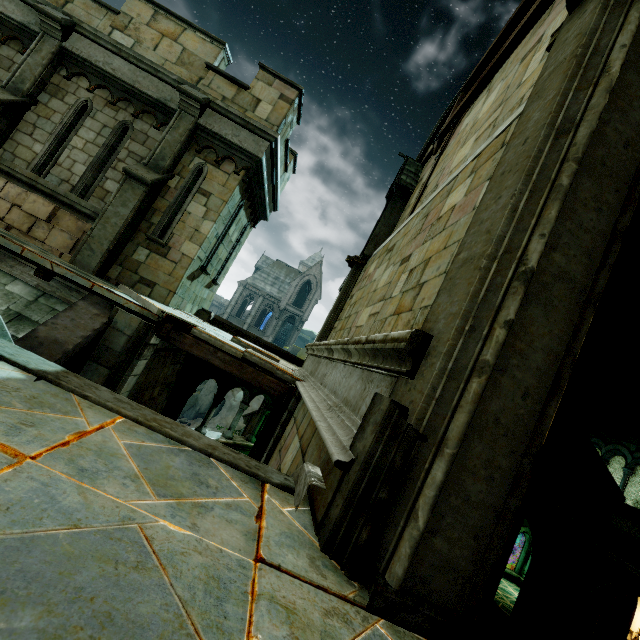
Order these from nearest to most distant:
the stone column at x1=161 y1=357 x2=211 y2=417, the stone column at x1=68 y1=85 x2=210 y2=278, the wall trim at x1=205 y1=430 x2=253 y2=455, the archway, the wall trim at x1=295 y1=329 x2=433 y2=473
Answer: the wall trim at x1=295 y1=329 x2=433 y2=473
the stone column at x1=68 y1=85 x2=210 y2=278
the archway
the stone column at x1=161 y1=357 x2=211 y2=417
the wall trim at x1=205 y1=430 x2=253 y2=455

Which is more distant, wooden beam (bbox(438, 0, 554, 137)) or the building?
the building

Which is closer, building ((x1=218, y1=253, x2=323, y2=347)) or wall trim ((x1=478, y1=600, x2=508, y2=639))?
wall trim ((x1=478, y1=600, x2=508, y2=639))

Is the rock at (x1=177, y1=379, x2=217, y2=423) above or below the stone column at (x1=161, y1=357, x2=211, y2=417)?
below

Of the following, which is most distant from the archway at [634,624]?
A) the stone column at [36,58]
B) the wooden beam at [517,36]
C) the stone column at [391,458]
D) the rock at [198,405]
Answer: the rock at [198,405]

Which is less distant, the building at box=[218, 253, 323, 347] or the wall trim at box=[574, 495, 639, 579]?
the wall trim at box=[574, 495, 639, 579]

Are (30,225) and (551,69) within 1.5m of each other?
no

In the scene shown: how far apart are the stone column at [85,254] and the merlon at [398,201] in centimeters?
542cm
